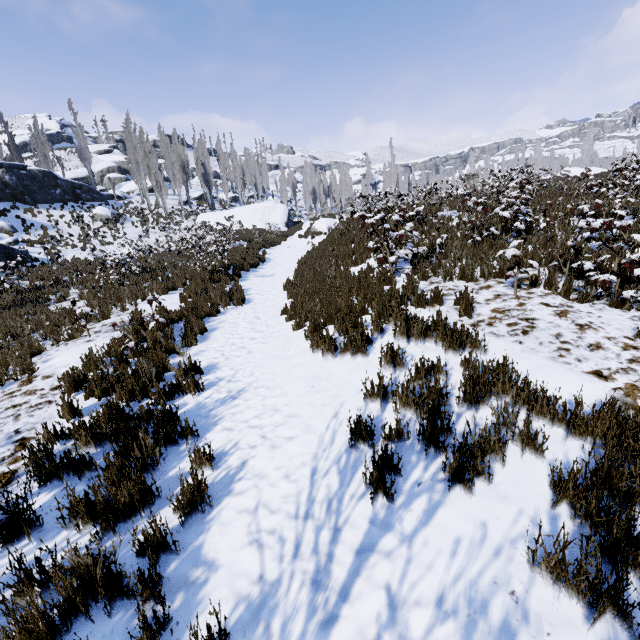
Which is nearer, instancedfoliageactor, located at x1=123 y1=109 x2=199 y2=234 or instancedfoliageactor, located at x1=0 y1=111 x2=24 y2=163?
instancedfoliageactor, located at x1=123 y1=109 x2=199 y2=234

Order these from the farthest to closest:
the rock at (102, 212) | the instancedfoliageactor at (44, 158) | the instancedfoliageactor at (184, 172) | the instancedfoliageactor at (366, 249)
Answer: the instancedfoliageactor at (44, 158) < the instancedfoliageactor at (184, 172) < the rock at (102, 212) < the instancedfoliageactor at (366, 249)

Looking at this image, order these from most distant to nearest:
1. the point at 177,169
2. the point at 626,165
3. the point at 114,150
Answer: the point at 114,150
the point at 177,169
the point at 626,165

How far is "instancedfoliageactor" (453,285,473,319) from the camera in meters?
5.3

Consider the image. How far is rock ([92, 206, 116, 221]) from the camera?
29.2m

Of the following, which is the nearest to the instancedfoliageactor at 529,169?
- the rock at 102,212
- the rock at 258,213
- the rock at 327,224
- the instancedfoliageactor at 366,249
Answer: the rock at 258,213

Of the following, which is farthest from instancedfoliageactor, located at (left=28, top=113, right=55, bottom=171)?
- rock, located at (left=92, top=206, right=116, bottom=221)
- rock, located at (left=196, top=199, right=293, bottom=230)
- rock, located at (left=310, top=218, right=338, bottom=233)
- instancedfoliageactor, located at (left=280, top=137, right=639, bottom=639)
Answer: instancedfoliageactor, located at (left=280, top=137, right=639, bottom=639)

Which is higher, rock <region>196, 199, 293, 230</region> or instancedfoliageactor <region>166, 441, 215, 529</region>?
rock <region>196, 199, 293, 230</region>
